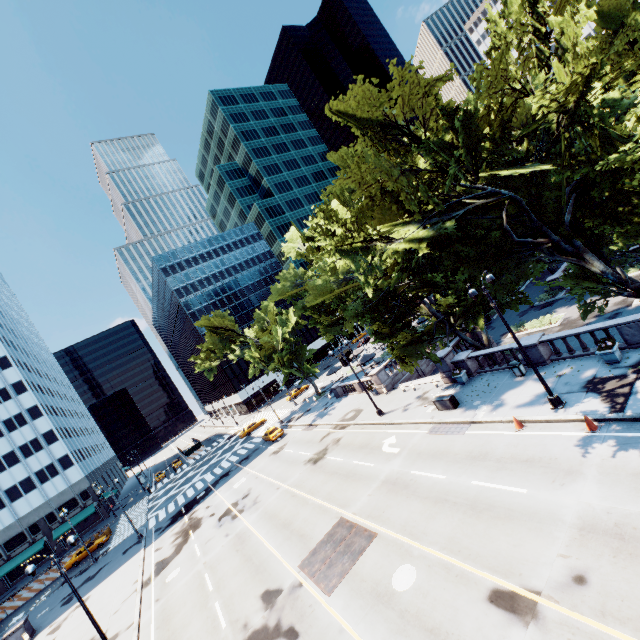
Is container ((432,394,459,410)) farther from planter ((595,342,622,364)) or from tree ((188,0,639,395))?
planter ((595,342,622,364))

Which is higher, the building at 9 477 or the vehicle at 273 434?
the building at 9 477

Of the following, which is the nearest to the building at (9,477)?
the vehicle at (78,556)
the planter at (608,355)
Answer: the vehicle at (78,556)

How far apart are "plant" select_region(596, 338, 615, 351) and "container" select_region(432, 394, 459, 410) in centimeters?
824cm

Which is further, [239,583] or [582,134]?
[239,583]

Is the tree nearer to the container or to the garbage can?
the container

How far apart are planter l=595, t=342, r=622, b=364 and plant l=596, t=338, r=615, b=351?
0.0 meters

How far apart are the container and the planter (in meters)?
8.03
